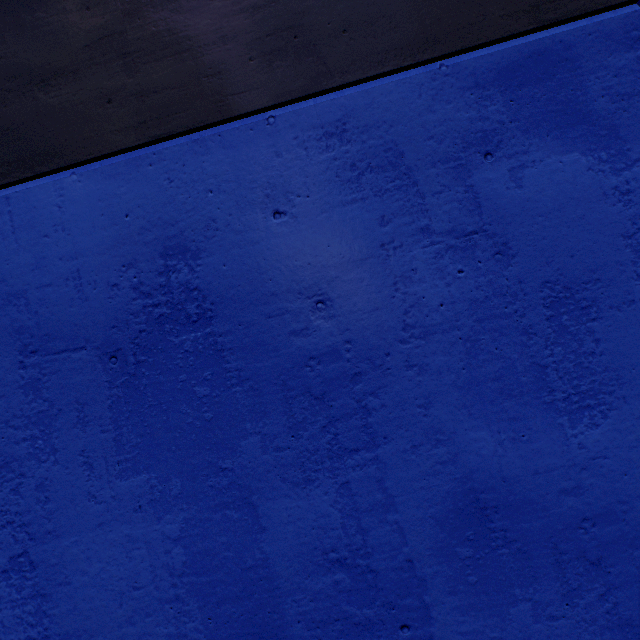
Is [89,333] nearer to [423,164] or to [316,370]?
[316,370]
